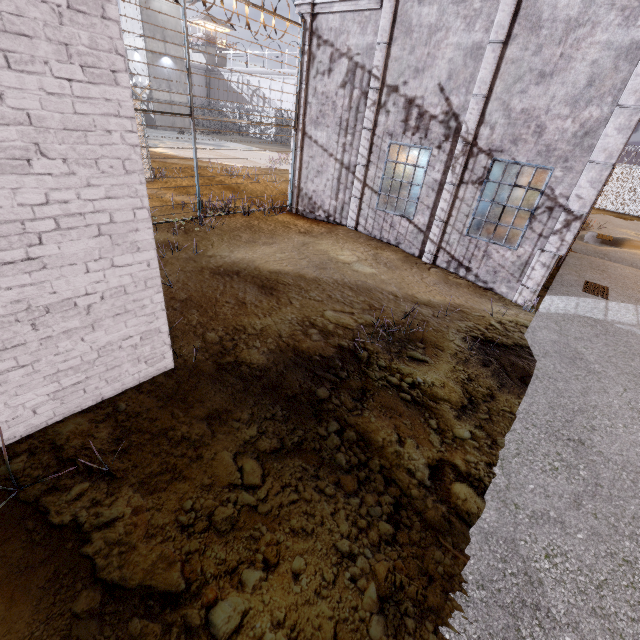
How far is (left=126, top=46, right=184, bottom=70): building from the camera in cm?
3189

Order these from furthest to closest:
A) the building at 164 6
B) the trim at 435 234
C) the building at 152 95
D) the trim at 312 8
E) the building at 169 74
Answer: the building at 152 95 < the building at 169 74 < the building at 164 6 < the trim at 312 8 < the trim at 435 234

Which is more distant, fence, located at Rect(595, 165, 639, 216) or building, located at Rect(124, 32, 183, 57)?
building, located at Rect(124, 32, 183, 57)

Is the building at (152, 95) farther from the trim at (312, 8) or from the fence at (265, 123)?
the trim at (312, 8)

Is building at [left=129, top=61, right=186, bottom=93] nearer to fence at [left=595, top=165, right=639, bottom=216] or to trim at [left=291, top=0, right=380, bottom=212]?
fence at [left=595, top=165, right=639, bottom=216]

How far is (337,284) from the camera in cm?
725

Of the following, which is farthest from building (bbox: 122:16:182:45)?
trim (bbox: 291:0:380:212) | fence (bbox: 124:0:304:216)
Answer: trim (bbox: 291:0:380:212)
